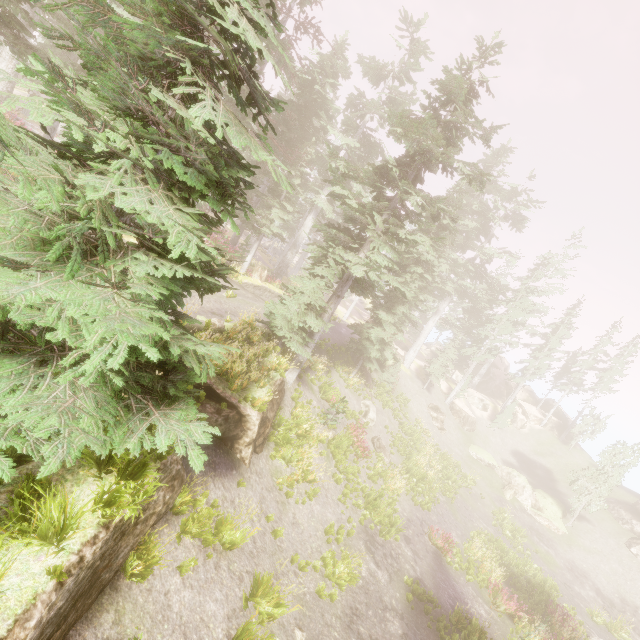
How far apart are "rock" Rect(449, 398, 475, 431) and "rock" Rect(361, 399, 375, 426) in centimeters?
1833cm

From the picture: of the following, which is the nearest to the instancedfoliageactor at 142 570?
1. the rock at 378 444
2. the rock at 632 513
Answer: the rock at 632 513

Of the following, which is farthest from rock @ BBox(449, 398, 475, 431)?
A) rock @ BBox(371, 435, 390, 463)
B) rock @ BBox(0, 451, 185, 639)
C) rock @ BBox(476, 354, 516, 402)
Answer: rock @ BBox(0, 451, 185, 639)

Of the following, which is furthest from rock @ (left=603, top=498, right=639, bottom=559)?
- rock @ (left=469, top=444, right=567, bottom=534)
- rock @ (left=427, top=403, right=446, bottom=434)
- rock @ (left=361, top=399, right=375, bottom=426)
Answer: rock @ (left=361, top=399, right=375, bottom=426)

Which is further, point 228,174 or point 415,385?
point 415,385

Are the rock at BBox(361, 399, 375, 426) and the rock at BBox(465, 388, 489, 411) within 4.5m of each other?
no

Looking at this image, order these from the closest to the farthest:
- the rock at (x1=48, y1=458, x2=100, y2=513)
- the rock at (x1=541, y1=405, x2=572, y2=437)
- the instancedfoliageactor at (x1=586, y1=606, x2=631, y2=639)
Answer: the rock at (x1=48, y1=458, x2=100, y2=513) < the instancedfoliageactor at (x1=586, y1=606, x2=631, y2=639) < the rock at (x1=541, y1=405, x2=572, y2=437)

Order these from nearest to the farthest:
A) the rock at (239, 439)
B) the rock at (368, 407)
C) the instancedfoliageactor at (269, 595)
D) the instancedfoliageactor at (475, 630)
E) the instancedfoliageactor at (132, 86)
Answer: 1. the instancedfoliageactor at (132, 86)
2. the instancedfoliageactor at (269, 595)
3. the rock at (239, 439)
4. the instancedfoliageactor at (475, 630)
5. the rock at (368, 407)
